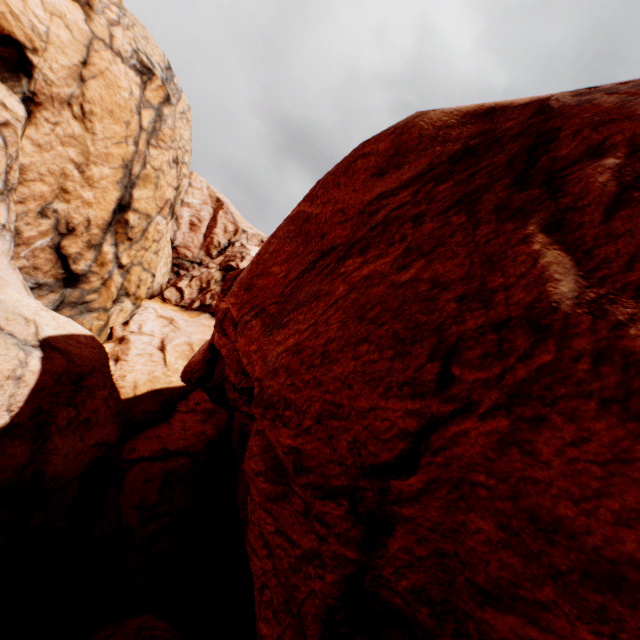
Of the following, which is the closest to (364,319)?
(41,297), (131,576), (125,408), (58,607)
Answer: (125,408)
